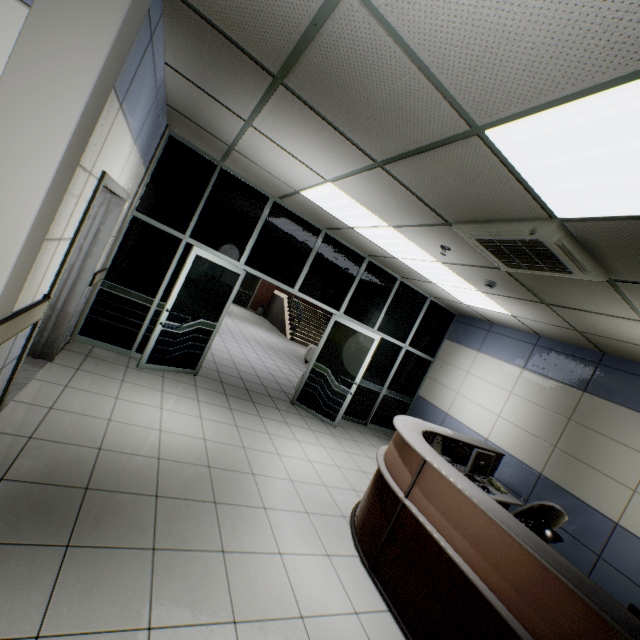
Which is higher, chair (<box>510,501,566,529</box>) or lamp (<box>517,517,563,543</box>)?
lamp (<box>517,517,563,543</box>)

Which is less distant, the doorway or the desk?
the desk

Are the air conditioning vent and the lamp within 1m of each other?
no

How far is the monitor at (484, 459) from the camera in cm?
419

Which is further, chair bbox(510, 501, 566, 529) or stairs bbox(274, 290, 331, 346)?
stairs bbox(274, 290, 331, 346)

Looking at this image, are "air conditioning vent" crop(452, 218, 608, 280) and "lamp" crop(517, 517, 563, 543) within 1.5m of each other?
no

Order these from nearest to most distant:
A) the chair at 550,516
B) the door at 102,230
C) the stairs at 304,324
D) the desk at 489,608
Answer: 1. the desk at 489,608
2. the door at 102,230
3. the chair at 550,516
4. the stairs at 304,324

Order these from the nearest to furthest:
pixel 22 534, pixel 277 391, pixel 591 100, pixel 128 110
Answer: pixel 591 100 < pixel 22 534 < pixel 128 110 < pixel 277 391
